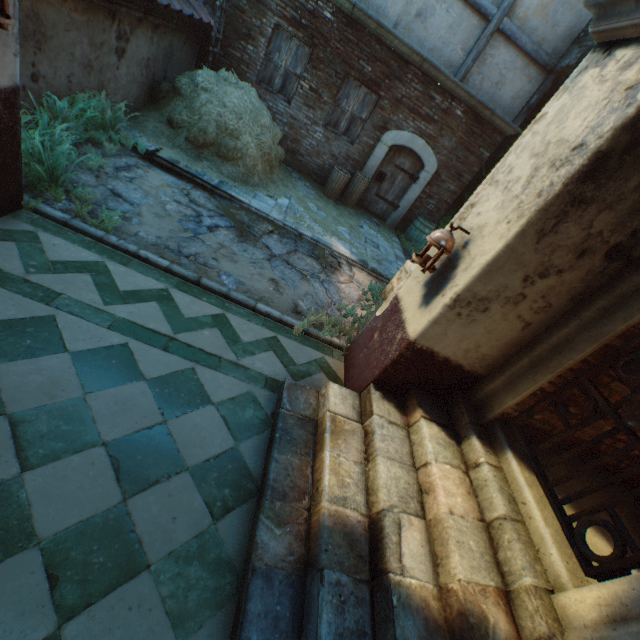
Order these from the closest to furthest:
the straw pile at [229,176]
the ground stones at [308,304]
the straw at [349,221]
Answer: the ground stones at [308,304], the straw pile at [229,176], the straw at [349,221]

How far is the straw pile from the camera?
6.4m

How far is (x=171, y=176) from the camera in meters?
5.7 m

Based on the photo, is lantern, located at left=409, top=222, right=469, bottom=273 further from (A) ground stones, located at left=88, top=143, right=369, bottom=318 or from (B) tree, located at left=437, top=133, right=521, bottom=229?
(B) tree, located at left=437, top=133, right=521, bottom=229

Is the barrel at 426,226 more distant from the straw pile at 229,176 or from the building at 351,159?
the straw pile at 229,176

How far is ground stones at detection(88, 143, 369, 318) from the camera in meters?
4.4 m

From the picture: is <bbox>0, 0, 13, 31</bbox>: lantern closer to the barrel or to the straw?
the straw
